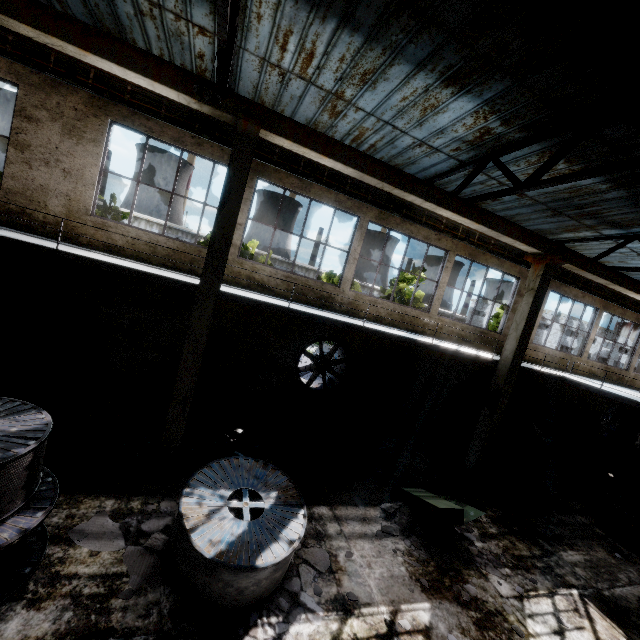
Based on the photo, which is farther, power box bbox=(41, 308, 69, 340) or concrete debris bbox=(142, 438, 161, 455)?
power box bbox=(41, 308, 69, 340)

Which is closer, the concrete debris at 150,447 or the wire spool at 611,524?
the concrete debris at 150,447

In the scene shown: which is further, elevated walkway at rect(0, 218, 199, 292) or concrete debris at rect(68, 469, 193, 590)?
elevated walkway at rect(0, 218, 199, 292)

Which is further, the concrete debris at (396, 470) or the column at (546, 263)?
the column at (546, 263)

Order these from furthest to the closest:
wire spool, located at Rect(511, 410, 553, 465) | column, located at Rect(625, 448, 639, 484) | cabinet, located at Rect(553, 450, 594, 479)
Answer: column, located at Rect(625, 448, 639, 484) < cabinet, located at Rect(553, 450, 594, 479) < wire spool, located at Rect(511, 410, 553, 465)

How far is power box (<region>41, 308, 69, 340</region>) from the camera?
9.0 meters

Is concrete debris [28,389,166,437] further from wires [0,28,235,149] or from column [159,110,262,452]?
wires [0,28,235,149]

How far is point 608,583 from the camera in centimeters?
746cm
